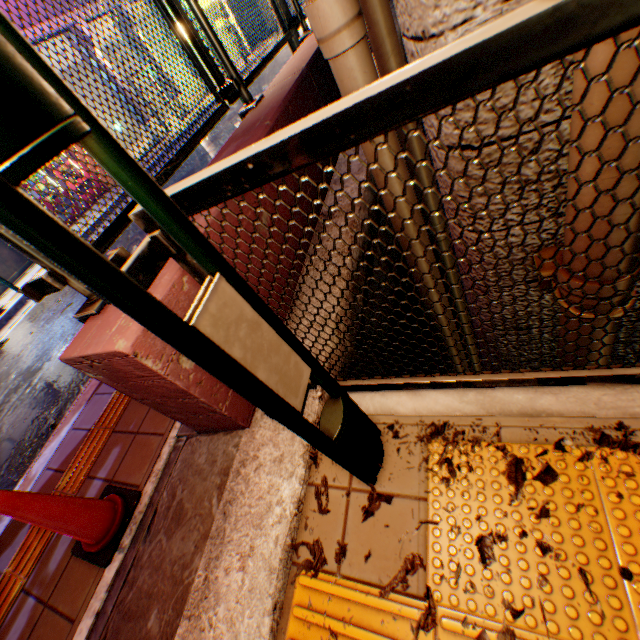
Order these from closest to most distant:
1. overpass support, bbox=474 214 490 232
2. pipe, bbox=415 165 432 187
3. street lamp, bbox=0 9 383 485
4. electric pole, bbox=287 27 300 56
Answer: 1. street lamp, bbox=0 9 383 485
2. overpass support, bbox=474 214 490 232
3. pipe, bbox=415 165 432 187
4. electric pole, bbox=287 27 300 56

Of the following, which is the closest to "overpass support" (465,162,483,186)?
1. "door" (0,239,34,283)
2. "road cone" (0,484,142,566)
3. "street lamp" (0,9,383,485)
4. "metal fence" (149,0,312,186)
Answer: "metal fence" (149,0,312,186)

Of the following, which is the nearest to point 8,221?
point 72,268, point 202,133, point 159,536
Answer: point 72,268

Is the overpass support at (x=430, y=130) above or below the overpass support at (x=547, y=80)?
below

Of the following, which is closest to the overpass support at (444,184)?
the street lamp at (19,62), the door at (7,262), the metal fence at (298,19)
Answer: the metal fence at (298,19)

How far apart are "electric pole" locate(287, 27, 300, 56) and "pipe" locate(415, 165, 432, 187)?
2.2m

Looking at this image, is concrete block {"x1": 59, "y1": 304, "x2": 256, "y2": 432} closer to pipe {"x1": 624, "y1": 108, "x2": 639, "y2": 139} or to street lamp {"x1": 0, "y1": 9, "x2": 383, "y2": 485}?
street lamp {"x1": 0, "y1": 9, "x2": 383, "y2": 485}

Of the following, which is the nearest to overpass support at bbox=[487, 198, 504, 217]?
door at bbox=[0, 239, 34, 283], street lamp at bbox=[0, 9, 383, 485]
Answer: street lamp at bbox=[0, 9, 383, 485]
